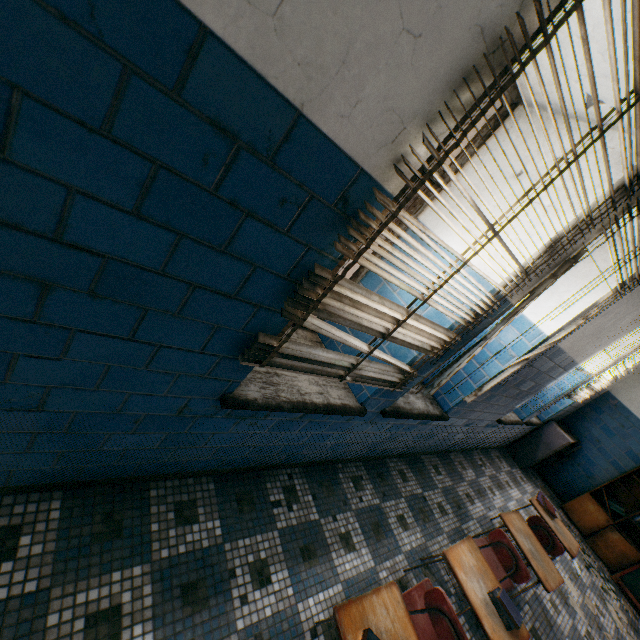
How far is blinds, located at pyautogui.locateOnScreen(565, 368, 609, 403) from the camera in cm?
437

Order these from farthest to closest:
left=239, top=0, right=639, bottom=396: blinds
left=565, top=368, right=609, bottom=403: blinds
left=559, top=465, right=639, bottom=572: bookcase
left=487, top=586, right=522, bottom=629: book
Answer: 1. left=559, top=465, right=639, bottom=572: bookcase
2. left=565, top=368, right=609, bottom=403: blinds
3. left=487, top=586, right=522, bottom=629: book
4. left=239, top=0, right=639, bottom=396: blinds

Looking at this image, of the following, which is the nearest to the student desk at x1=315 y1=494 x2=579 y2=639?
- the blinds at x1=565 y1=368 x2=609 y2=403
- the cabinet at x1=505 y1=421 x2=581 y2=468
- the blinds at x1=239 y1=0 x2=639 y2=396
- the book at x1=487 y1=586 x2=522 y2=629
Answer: the book at x1=487 y1=586 x2=522 y2=629

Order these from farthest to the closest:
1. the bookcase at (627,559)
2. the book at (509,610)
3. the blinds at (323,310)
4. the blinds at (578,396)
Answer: the bookcase at (627,559) < the blinds at (578,396) < the book at (509,610) < the blinds at (323,310)

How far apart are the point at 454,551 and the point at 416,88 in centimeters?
247cm

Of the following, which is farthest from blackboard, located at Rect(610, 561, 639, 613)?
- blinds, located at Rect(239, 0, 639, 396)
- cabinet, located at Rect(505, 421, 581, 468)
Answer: blinds, located at Rect(239, 0, 639, 396)

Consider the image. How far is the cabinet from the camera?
5.7 meters

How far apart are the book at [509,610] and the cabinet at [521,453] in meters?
4.8
